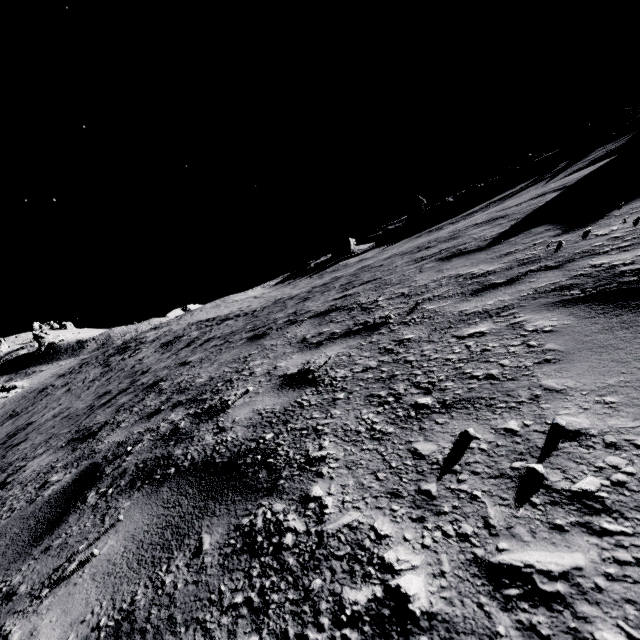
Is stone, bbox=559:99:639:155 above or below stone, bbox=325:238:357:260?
above

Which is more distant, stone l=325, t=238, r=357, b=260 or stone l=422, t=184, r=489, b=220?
stone l=325, t=238, r=357, b=260

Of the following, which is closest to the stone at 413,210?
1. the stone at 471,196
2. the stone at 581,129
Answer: the stone at 471,196

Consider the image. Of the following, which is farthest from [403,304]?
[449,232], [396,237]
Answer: [396,237]

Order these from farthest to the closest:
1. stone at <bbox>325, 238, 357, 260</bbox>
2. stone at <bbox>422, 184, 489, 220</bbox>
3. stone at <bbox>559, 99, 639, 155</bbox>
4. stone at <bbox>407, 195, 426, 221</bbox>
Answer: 1. stone at <bbox>407, 195, 426, 221</bbox>
2. stone at <bbox>325, 238, 357, 260</bbox>
3. stone at <bbox>422, 184, 489, 220</bbox>
4. stone at <bbox>559, 99, 639, 155</bbox>

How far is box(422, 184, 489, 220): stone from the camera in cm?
4004

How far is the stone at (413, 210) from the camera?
50.2m

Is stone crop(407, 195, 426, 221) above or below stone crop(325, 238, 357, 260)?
above
